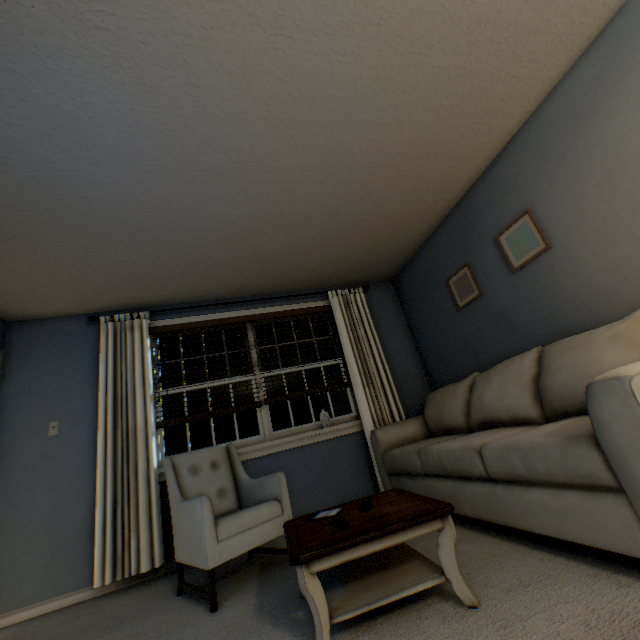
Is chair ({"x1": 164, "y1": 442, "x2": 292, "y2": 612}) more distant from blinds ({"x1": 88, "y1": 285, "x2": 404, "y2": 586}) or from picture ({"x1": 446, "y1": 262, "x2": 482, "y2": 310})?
picture ({"x1": 446, "y1": 262, "x2": 482, "y2": 310})

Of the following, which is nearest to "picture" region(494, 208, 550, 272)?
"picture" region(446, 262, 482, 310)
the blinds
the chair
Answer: "picture" region(446, 262, 482, 310)

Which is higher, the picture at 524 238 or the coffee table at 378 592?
the picture at 524 238

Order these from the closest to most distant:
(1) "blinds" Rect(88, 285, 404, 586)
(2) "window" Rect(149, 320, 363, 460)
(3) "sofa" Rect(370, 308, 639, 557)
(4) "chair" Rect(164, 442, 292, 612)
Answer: (3) "sofa" Rect(370, 308, 639, 557) < (4) "chair" Rect(164, 442, 292, 612) < (1) "blinds" Rect(88, 285, 404, 586) < (2) "window" Rect(149, 320, 363, 460)

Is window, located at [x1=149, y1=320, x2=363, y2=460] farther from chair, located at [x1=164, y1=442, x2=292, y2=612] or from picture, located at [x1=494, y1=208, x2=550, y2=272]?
picture, located at [x1=494, y1=208, x2=550, y2=272]

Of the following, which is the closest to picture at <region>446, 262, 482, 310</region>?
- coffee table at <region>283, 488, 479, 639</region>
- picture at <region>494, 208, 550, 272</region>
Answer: picture at <region>494, 208, 550, 272</region>

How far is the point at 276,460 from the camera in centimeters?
322cm

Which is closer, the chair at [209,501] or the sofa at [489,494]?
the sofa at [489,494]
